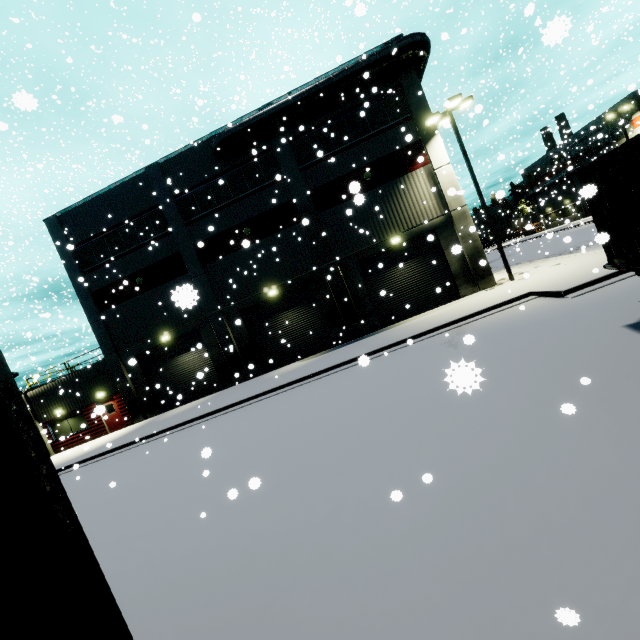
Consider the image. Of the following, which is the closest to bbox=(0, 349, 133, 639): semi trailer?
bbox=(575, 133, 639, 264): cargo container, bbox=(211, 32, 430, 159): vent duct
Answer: bbox=(575, 133, 639, 264): cargo container

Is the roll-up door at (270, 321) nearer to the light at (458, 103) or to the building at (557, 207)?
the building at (557, 207)

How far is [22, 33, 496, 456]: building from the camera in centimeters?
1836cm

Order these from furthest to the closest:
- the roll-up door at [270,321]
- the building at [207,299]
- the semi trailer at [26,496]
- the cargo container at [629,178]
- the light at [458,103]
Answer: the roll-up door at [270,321] → the building at [207,299] → the light at [458,103] → the cargo container at [629,178] → the semi trailer at [26,496]

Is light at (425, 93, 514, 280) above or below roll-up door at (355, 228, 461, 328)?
above

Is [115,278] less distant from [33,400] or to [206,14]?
[33,400]

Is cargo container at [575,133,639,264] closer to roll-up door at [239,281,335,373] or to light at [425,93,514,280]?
roll-up door at [239,281,335,373]

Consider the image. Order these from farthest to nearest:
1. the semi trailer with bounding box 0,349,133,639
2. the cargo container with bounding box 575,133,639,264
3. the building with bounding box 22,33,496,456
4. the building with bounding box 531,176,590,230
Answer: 1. the building with bounding box 531,176,590,230
2. the building with bounding box 22,33,496,456
3. the cargo container with bounding box 575,133,639,264
4. the semi trailer with bounding box 0,349,133,639
